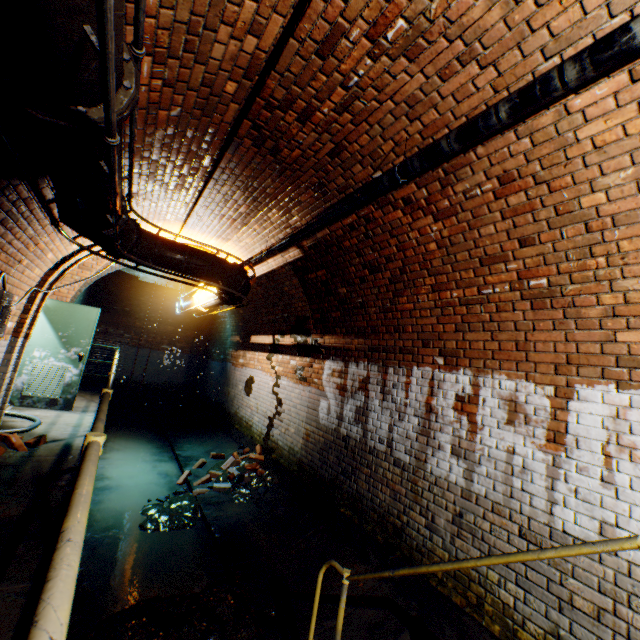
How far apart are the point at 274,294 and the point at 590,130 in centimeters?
575cm

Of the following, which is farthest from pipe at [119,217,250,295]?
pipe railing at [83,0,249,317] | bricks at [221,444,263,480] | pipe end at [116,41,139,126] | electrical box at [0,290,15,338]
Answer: bricks at [221,444,263,480]

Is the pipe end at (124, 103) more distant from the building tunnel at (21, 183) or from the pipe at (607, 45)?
the pipe at (607, 45)

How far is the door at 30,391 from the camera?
6.16m

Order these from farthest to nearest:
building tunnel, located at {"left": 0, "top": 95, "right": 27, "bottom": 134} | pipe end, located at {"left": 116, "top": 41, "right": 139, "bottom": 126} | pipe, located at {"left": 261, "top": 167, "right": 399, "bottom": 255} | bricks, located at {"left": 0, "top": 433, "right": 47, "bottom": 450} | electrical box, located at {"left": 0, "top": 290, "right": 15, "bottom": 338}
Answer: bricks, located at {"left": 0, "top": 433, "right": 47, "bottom": 450} < electrical box, located at {"left": 0, "top": 290, "right": 15, "bottom": 338} < pipe, located at {"left": 261, "top": 167, "right": 399, "bottom": 255} < building tunnel, located at {"left": 0, "top": 95, "right": 27, "bottom": 134} < pipe end, located at {"left": 116, "top": 41, "right": 139, "bottom": 126}

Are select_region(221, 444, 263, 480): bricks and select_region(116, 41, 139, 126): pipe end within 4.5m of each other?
no

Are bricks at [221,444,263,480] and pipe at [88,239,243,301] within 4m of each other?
yes

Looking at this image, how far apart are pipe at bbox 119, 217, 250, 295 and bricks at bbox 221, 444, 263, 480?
3.3 meters
